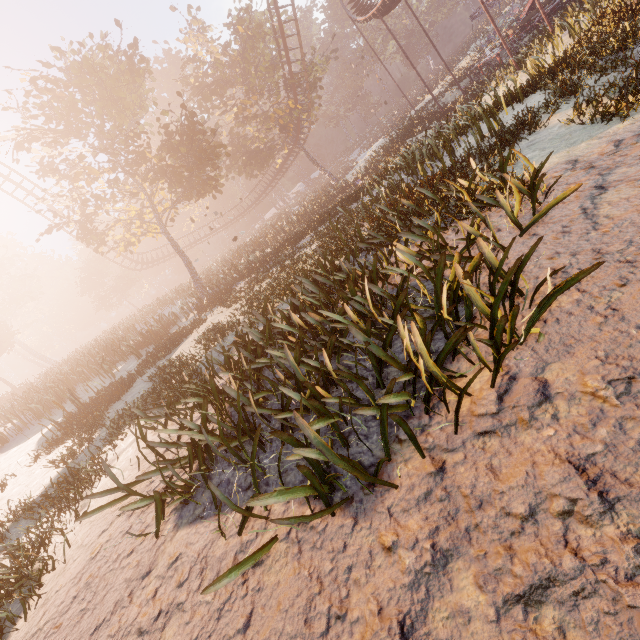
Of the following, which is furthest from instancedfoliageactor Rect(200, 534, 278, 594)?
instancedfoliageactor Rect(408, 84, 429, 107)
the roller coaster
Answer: instancedfoliageactor Rect(408, 84, 429, 107)

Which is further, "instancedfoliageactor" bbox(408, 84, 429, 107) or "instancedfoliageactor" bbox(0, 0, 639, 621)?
"instancedfoliageactor" bbox(408, 84, 429, 107)

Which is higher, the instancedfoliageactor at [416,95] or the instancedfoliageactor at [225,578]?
the instancedfoliageactor at [225,578]

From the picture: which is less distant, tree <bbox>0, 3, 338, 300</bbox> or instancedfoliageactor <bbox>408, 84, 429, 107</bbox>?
tree <bbox>0, 3, 338, 300</bbox>

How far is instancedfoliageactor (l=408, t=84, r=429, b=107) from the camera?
42.8 meters

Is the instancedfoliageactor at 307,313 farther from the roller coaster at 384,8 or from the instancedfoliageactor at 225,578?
the instancedfoliageactor at 225,578

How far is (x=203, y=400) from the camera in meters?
4.0

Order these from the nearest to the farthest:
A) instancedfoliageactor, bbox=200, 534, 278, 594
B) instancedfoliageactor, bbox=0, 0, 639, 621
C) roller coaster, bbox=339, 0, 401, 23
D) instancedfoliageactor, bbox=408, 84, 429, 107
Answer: instancedfoliageactor, bbox=200, 534, 278, 594 → instancedfoliageactor, bbox=0, 0, 639, 621 → roller coaster, bbox=339, 0, 401, 23 → instancedfoliageactor, bbox=408, 84, 429, 107
